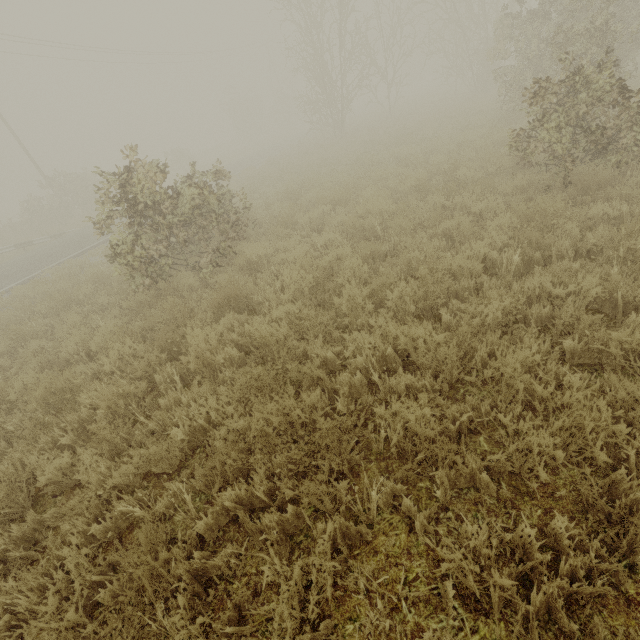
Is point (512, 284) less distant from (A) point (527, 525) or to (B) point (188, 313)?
(A) point (527, 525)
